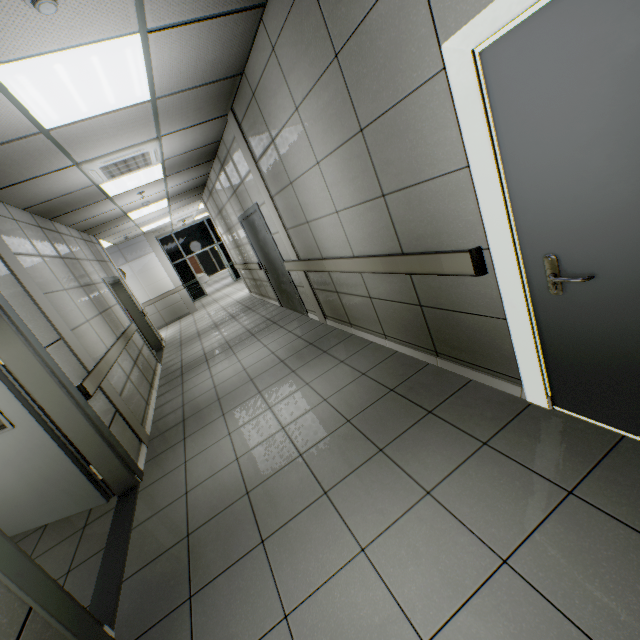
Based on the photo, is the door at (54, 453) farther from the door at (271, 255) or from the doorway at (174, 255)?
the doorway at (174, 255)

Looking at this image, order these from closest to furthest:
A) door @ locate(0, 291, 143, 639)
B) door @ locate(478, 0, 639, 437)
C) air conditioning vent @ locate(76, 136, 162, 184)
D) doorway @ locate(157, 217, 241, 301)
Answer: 1. door @ locate(478, 0, 639, 437)
2. door @ locate(0, 291, 143, 639)
3. air conditioning vent @ locate(76, 136, 162, 184)
4. doorway @ locate(157, 217, 241, 301)

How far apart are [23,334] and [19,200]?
2.43m

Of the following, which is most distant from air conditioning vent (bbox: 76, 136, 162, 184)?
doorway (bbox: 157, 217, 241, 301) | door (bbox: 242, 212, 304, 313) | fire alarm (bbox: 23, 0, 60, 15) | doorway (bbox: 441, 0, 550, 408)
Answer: doorway (bbox: 157, 217, 241, 301)

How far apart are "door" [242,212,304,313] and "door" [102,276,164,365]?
3.0m

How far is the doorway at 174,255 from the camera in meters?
14.9

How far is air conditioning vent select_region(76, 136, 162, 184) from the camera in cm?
388

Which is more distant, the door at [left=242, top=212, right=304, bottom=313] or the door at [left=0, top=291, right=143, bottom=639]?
the door at [left=242, top=212, right=304, bottom=313]
